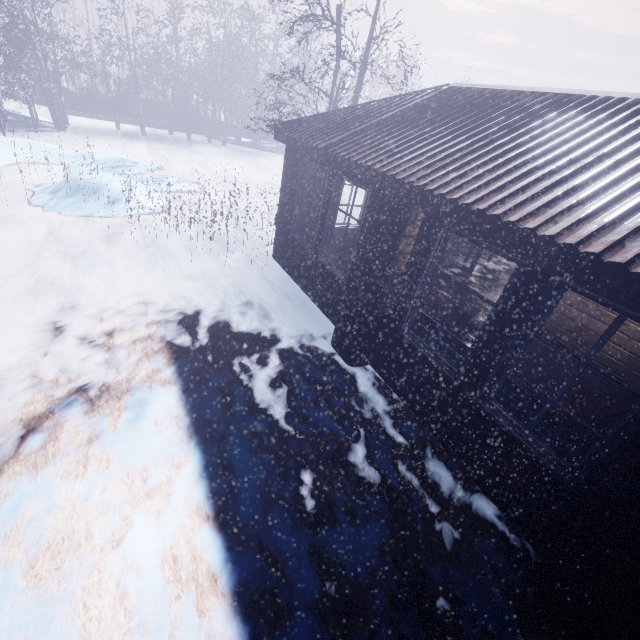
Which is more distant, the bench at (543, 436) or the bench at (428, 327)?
the bench at (428, 327)

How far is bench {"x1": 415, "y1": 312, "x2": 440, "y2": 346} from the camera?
3.6 meters

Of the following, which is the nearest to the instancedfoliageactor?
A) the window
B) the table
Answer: the table

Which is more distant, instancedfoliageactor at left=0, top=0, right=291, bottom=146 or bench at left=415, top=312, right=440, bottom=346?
instancedfoliageactor at left=0, top=0, right=291, bottom=146

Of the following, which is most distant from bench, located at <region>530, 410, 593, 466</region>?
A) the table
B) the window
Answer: the table

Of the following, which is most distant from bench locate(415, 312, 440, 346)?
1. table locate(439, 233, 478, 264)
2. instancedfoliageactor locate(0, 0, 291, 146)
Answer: instancedfoliageactor locate(0, 0, 291, 146)

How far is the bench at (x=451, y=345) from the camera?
3.3 meters

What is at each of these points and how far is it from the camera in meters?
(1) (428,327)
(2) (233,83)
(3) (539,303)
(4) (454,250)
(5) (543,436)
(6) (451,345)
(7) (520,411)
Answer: (1) bench, 3.6
(2) instancedfoliageactor, 18.8
(3) window, 2.4
(4) table, 8.3
(5) bench, 2.7
(6) bench, 3.4
(7) bench, 2.9
